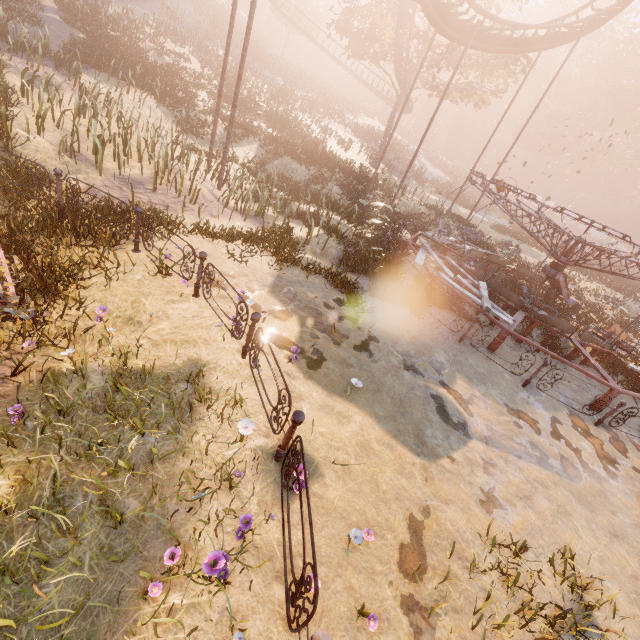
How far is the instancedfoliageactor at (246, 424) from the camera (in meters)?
4.13

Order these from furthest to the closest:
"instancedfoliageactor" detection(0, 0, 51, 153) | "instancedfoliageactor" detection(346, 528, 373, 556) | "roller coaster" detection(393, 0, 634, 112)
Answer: "roller coaster" detection(393, 0, 634, 112) < "instancedfoliageactor" detection(0, 0, 51, 153) < "instancedfoliageactor" detection(346, 528, 373, 556)

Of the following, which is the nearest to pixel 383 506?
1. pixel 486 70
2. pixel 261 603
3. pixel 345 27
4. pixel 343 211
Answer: pixel 261 603

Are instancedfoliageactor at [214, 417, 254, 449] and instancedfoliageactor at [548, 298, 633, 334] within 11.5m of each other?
no

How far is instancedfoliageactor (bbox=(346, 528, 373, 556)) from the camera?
3.6m

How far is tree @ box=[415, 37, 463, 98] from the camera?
Answer: 23.9m

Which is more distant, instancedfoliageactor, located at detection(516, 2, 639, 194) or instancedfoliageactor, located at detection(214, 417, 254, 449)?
instancedfoliageactor, located at detection(516, 2, 639, 194)

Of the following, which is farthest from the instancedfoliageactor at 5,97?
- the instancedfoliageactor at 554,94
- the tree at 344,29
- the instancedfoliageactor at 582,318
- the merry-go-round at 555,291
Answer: the instancedfoliageactor at 554,94
